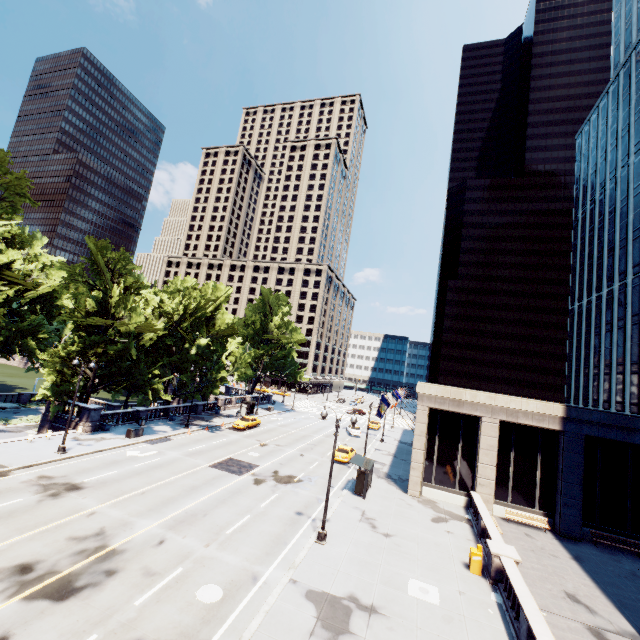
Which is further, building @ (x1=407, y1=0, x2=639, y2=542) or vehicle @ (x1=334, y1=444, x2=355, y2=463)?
vehicle @ (x1=334, y1=444, x2=355, y2=463)

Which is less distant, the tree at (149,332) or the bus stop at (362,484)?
the bus stop at (362,484)

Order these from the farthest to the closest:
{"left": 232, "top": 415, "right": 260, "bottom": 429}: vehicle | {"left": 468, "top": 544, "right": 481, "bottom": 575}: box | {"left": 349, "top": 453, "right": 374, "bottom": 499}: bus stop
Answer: {"left": 232, "top": 415, "right": 260, "bottom": 429}: vehicle → {"left": 349, "top": 453, "right": 374, "bottom": 499}: bus stop → {"left": 468, "top": 544, "right": 481, "bottom": 575}: box

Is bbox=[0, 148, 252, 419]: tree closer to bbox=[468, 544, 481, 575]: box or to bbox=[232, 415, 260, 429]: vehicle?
bbox=[232, 415, 260, 429]: vehicle

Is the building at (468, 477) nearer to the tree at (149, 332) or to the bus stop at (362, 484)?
the bus stop at (362, 484)

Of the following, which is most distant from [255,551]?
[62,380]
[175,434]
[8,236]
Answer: [8,236]

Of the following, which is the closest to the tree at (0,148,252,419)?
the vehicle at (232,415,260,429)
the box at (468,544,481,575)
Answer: the vehicle at (232,415,260,429)

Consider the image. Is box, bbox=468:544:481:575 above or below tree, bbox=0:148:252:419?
below
